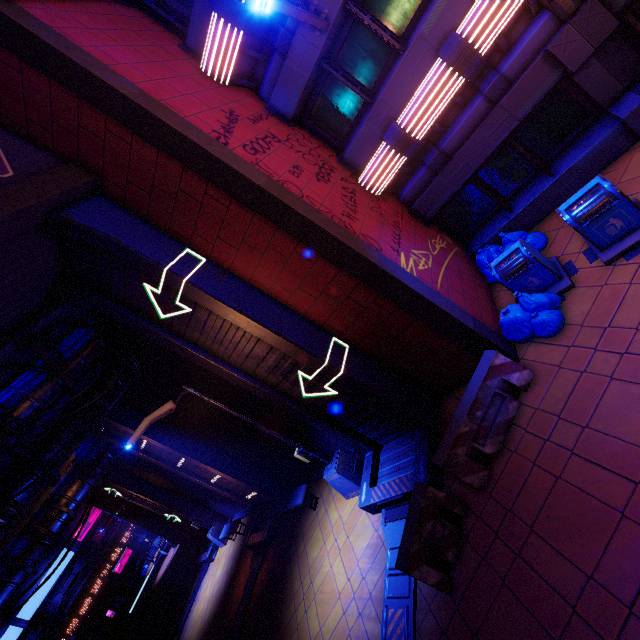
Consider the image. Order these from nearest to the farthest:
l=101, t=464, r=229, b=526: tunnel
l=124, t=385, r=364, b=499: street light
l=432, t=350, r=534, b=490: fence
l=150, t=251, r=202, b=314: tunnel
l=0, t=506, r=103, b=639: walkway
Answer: l=432, t=350, r=534, b=490: fence < l=150, t=251, r=202, b=314: tunnel < l=124, t=385, r=364, b=499: street light < l=101, t=464, r=229, b=526: tunnel < l=0, t=506, r=103, b=639: walkway

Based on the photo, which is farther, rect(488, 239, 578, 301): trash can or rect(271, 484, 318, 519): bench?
rect(271, 484, 318, 519): bench

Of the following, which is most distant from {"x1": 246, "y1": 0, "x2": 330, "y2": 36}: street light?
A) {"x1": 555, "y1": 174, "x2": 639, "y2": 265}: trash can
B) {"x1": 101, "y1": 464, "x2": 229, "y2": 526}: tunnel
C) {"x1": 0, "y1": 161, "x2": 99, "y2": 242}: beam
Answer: {"x1": 101, "y1": 464, "x2": 229, "y2": 526}: tunnel

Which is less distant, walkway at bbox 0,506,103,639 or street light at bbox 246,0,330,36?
street light at bbox 246,0,330,36

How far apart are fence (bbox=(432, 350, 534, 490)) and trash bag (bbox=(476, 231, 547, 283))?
2.75m

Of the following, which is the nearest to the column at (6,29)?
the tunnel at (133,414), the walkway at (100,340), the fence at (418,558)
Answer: the fence at (418,558)

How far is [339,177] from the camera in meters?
8.1

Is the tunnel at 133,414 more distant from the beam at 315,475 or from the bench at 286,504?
the bench at 286,504
